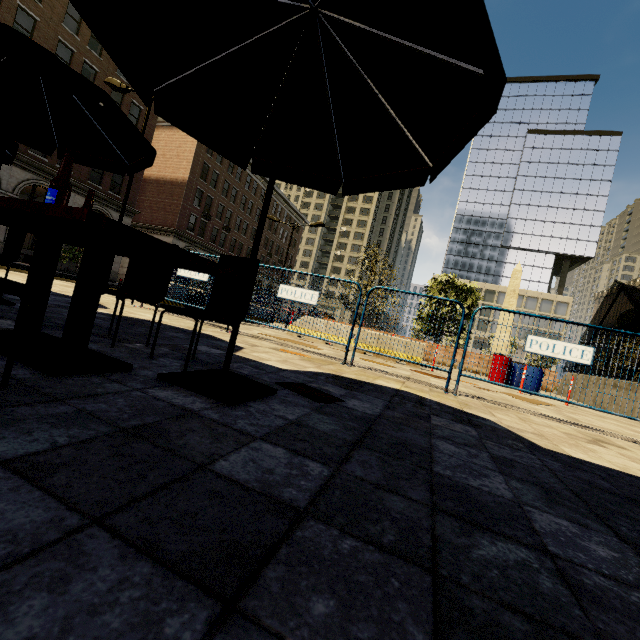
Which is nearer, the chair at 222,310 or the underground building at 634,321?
the chair at 222,310

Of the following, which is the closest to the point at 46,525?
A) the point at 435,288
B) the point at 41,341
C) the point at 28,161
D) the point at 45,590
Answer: the point at 45,590

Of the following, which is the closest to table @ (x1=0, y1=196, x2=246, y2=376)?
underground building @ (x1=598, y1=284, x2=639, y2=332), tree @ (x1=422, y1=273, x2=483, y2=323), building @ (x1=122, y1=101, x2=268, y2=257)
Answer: underground building @ (x1=598, y1=284, x2=639, y2=332)

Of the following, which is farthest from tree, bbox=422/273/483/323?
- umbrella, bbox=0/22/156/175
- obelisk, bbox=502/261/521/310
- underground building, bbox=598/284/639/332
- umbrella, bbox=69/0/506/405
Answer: umbrella, bbox=0/22/156/175

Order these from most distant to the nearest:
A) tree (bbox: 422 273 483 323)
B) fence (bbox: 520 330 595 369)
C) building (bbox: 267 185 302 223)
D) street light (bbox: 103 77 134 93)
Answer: building (bbox: 267 185 302 223) → tree (bbox: 422 273 483 323) → street light (bbox: 103 77 134 93) → fence (bbox: 520 330 595 369)

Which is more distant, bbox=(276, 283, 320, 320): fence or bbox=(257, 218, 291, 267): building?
bbox=(257, 218, 291, 267): building

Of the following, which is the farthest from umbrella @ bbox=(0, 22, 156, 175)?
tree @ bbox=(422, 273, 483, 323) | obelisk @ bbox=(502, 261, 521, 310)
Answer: obelisk @ bbox=(502, 261, 521, 310)

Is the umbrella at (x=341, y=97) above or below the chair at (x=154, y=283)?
above
